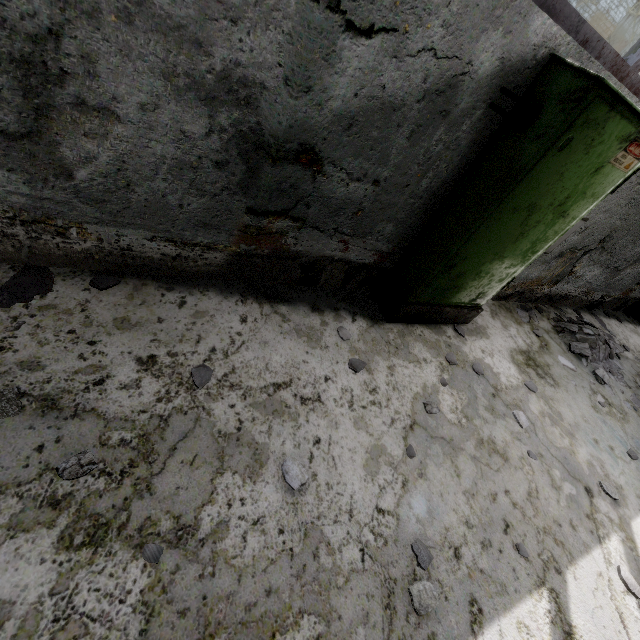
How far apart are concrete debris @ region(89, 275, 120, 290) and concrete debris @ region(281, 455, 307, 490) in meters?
1.9 m

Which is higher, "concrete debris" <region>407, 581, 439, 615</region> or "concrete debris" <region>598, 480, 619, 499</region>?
"concrete debris" <region>598, 480, 619, 499</region>

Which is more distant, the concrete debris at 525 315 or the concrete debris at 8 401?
the concrete debris at 525 315

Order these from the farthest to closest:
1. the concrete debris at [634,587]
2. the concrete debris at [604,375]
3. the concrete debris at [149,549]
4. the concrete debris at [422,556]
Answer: the concrete debris at [604,375]
the concrete debris at [634,587]
the concrete debris at [422,556]
the concrete debris at [149,549]

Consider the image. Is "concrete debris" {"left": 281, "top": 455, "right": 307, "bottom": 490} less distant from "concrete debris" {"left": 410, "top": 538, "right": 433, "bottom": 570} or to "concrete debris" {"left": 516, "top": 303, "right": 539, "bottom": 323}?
"concrete debris" {"left": 410, "top": 538, "right": 433, "bottom": 570}

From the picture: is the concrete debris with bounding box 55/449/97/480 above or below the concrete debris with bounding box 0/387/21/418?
above

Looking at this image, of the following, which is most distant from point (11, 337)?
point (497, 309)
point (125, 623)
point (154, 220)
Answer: point (497, 309)

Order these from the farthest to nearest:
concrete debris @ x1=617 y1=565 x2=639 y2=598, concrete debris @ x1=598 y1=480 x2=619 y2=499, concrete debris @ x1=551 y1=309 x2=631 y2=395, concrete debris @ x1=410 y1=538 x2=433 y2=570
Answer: concrete debris @ x1=551 y1=309 x2=631 y2=395, concrete debris @ x1=598 y1=480 x2=619 y2=499, concrete debris @ x1=617 y1=565 x2=639 y2=598, concrete debris @ x1=410 y1=538 x2=433 y2=570
